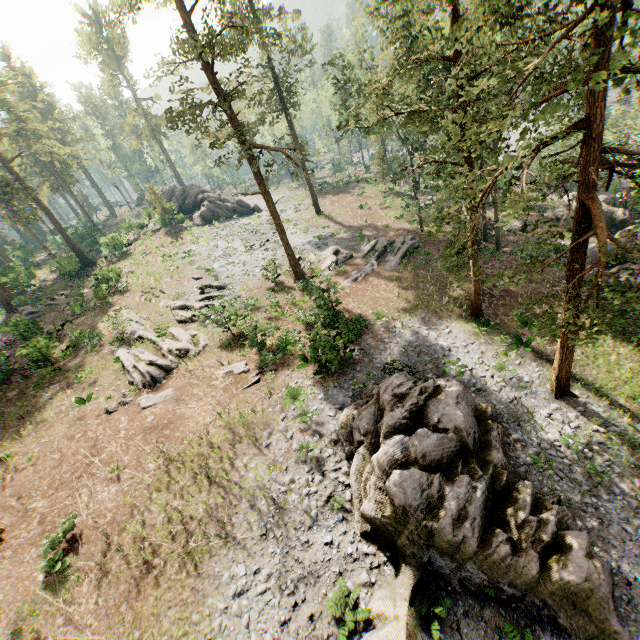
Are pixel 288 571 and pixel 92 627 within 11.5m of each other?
yes

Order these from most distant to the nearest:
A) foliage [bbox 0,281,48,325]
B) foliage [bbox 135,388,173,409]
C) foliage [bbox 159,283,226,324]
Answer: foliage [bbox 0,281,48,325]
foliage [bbox 159,283,226,324]
foliage [bbox 135,388,173,409]

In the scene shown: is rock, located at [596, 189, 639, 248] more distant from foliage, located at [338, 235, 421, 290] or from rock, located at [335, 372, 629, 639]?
rock, located at [335, 372, 629, 639]

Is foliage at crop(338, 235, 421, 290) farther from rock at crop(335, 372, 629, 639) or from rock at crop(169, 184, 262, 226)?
rock at crop(335, 372, 629, 639)

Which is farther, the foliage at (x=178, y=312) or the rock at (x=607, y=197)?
the foliage at (x=178, y=312)

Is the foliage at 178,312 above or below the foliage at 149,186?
below

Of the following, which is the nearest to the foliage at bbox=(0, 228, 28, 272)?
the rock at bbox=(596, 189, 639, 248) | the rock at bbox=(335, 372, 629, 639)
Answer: the rock at bbox=(596, 189, 639, 248)
